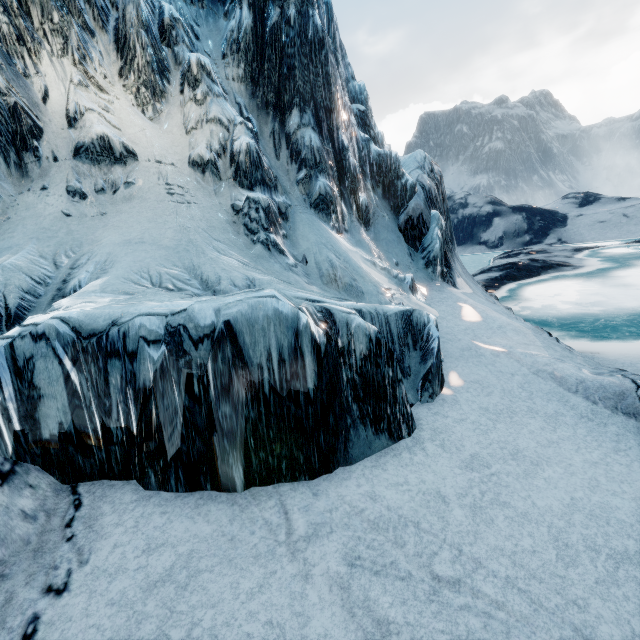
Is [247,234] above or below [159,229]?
below
